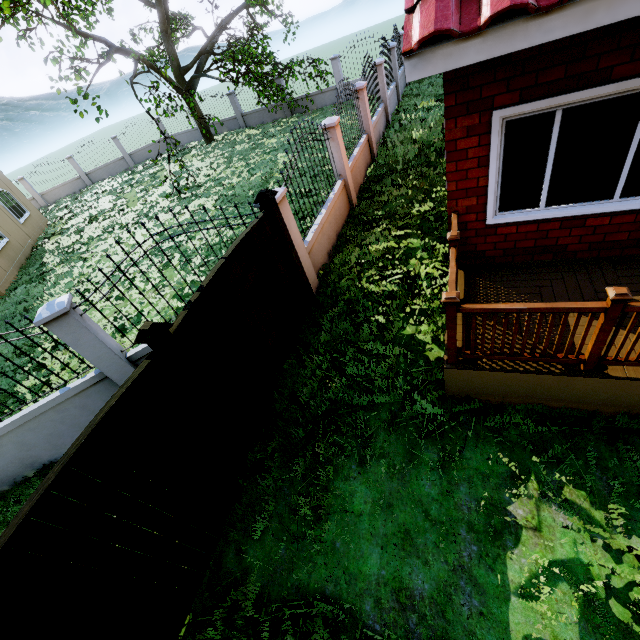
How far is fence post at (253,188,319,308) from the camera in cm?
485

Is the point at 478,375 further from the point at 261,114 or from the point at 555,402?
the point at 261,114

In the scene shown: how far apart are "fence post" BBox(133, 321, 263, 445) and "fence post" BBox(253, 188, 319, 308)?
2.52m

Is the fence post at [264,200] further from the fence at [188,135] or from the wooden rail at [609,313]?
the wooden rail at [609,313]

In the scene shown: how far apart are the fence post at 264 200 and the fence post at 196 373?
2.5m

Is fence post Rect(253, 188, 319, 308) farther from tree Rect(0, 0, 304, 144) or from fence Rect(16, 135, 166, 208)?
tree Rect(0, 0, 304, 144)

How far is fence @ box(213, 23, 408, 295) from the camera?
6.27m
